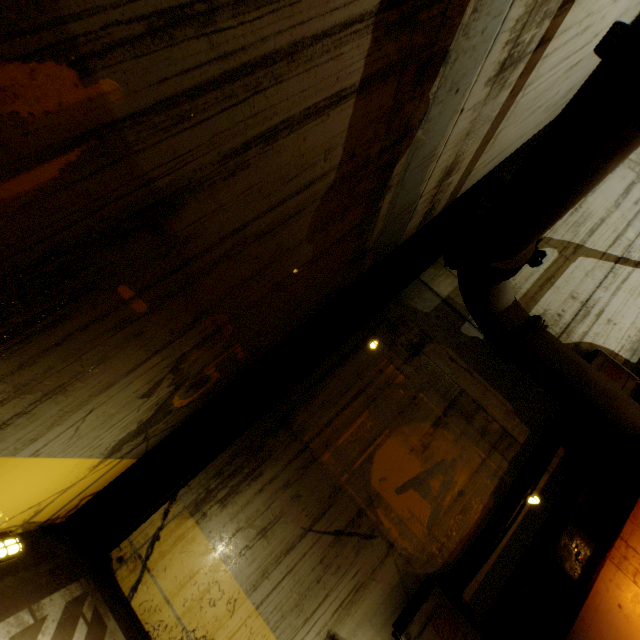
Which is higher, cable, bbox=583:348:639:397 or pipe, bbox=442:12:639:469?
cable, bbox=583:348:639:397

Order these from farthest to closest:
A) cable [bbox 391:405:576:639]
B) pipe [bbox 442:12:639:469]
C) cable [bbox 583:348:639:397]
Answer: cable [bbox 583:348:639:397]
cable [bbox 391:405:576:639]
pipe [bbox 442:12:639:469]

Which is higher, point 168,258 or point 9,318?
point 168,258

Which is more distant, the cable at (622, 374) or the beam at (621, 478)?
the cable at (622, 374)

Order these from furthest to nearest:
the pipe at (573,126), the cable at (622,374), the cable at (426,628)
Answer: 1. the cable at (622,374)
2. the cable at (426,628)
3. the pipe at (573,126)

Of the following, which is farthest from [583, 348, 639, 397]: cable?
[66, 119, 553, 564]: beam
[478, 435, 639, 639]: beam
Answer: [66, 119, 553, 564]: beam

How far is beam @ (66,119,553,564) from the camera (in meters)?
3.18

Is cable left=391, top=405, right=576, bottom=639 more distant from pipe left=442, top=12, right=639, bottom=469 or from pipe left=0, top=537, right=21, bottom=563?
pipe left=0, top=537, right=21, bottom=563
